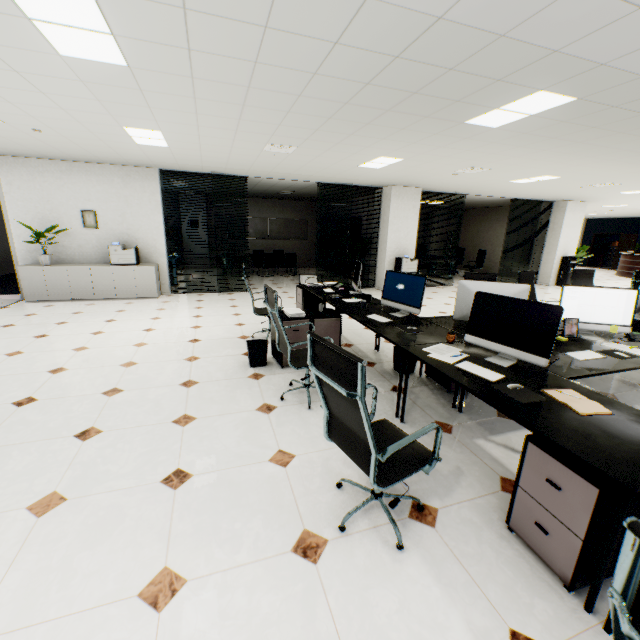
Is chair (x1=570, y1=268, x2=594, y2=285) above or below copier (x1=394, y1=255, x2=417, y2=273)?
above

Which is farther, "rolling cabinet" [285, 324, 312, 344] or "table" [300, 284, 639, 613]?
"rolling cabinet" [285, 324, 312, 344]

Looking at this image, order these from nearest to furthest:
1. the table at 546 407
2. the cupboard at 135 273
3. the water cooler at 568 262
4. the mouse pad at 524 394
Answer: the table at 546 407, the mouse pad at 524 394, the cupboard at 135 273, the water cooler at 568 262

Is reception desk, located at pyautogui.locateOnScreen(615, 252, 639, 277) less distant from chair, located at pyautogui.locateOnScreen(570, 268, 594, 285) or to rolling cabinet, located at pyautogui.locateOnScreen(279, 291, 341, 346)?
chair, located at pyautogui.locateOnScreen(570, 268, 594, 285)

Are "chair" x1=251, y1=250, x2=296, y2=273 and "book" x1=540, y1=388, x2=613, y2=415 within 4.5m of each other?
no

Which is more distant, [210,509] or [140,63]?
[140,63]

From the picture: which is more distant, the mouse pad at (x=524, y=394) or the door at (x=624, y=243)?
the door at (x=624, y=243)

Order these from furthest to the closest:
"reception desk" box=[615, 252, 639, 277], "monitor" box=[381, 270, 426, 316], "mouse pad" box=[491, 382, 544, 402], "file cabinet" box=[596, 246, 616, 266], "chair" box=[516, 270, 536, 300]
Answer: "file cabinet" box=[596, 246, 616, 266] < "reception desk" box=[615, 252, 639, 277] < "chair" box=[516, 270, 536, 300] < "monitor" box=[381, 270, 426, 316] < "mouse pad" box=[491, 382, 544, 402]
